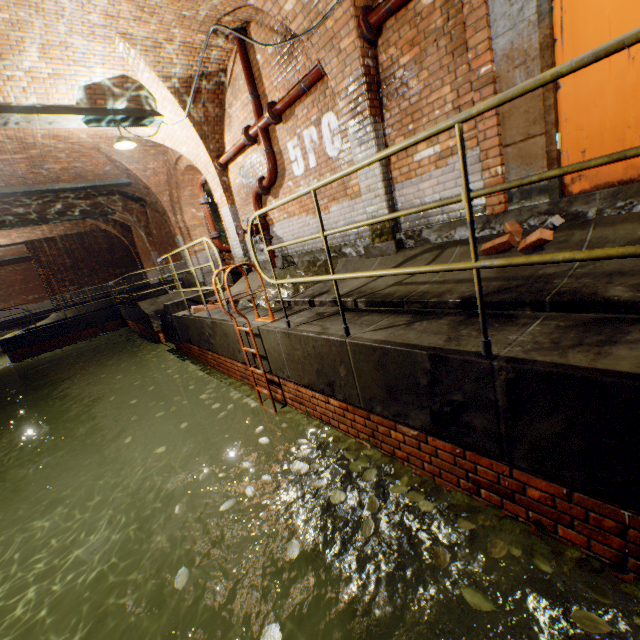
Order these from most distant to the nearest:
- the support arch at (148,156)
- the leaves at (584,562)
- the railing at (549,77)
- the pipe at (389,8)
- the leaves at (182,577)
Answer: the support arch at (148,156), the pipe at (389,8), the leaves at (182,577), the leaves at (584,562), the railing at (549,77)

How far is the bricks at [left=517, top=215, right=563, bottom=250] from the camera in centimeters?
291cm

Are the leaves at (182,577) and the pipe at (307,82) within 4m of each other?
no

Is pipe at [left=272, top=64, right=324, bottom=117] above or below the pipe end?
above

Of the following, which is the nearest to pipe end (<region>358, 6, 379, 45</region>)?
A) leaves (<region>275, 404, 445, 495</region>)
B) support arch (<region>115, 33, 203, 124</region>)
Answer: support arch (<region>115, 33, 203, 124</region>)

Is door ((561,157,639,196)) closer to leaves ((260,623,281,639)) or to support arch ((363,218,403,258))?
support arch ((363,218,403,258))

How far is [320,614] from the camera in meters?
5.0 m
